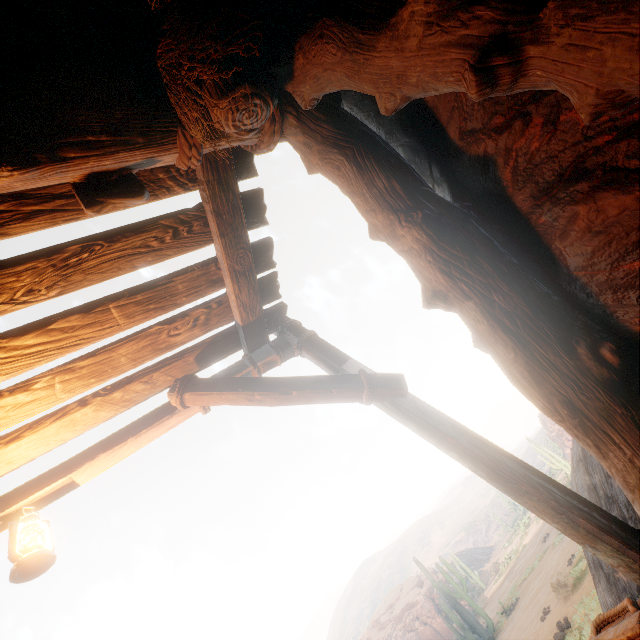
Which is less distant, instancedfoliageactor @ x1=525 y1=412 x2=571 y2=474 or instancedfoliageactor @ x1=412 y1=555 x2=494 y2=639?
instancedfoliageactor @ x1=412 y1=555 x2=494 y2=639

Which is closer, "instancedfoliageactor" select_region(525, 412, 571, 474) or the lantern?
the lantern

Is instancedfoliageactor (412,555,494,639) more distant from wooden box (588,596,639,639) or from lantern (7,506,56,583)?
lantern (7,506,56,583)

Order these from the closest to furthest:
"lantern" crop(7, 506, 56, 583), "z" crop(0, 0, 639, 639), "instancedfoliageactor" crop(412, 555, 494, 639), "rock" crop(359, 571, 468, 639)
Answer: "z" crop(0, 0, 639, 639), "lantern" crop(7, 506, 56, 583), "instancedfoliageactor" crop(412, 555, 494, 639), "rock" crop(359, 571, 468, 639)

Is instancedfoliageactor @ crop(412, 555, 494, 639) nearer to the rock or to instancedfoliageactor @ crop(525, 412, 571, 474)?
the rock

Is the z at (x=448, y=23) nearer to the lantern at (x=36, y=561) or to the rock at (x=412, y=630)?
the lantern at (x=36, y=561)

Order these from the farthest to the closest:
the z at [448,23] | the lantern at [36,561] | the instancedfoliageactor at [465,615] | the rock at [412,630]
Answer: the rock at [412,630], the instancedfoliageactor at [465,615], the lantern at [36,561], the z at [448,23]

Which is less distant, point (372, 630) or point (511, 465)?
point (511, 465)
